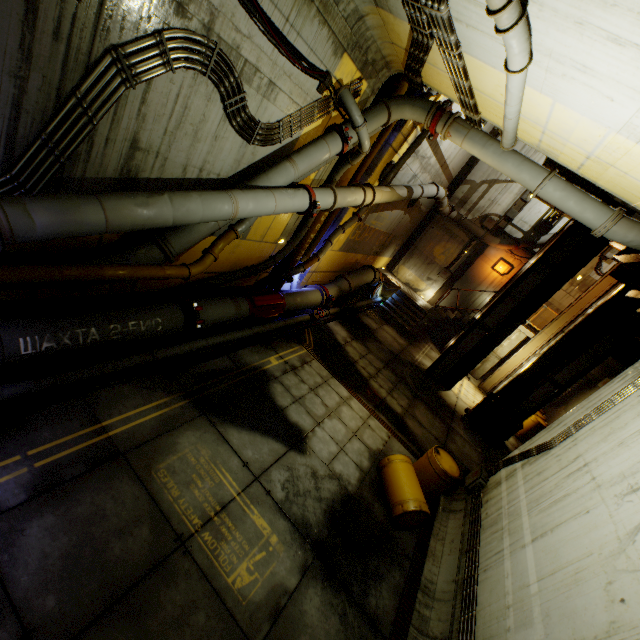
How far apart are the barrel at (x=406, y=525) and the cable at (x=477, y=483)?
0.8m

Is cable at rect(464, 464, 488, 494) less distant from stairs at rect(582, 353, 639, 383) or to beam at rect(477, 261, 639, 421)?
stairs at rect(582, 353, 639, 383)

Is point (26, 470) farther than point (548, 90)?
No

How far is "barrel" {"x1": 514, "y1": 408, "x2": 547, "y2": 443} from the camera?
13.5m

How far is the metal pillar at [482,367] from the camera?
15.98m

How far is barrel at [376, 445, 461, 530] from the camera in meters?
6.1

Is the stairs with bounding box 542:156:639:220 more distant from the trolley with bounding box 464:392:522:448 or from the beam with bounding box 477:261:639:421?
the trolley with bounding box 464:392:522:448

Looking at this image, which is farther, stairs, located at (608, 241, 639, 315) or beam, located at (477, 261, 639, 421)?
beam, located at (477, 261, 639, 421)
